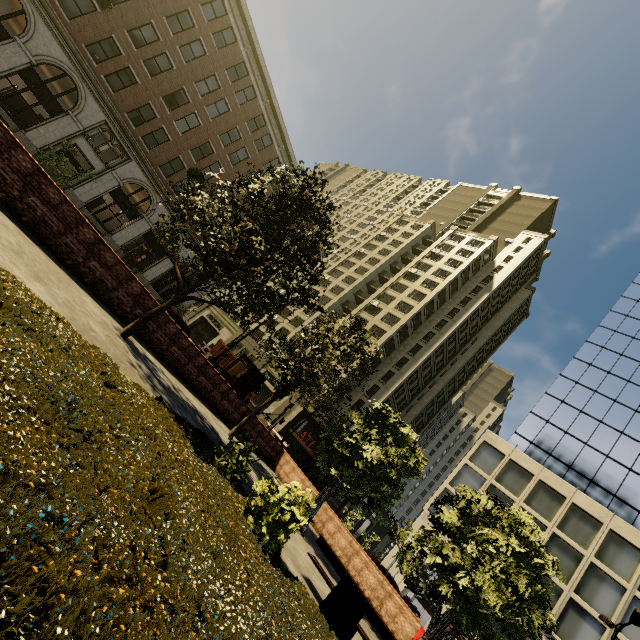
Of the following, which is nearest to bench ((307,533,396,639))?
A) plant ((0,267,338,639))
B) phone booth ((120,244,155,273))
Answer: plant ((0,267,338,639))

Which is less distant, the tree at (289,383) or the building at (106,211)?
the tree at (289,383)

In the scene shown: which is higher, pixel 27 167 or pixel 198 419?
pixel 27 167

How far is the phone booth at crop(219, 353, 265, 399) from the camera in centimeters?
1532cm

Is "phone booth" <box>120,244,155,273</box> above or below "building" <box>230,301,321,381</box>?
below

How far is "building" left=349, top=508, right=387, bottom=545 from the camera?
48.4m

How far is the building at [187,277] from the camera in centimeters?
3023cm

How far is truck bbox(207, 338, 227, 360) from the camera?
36.0m
